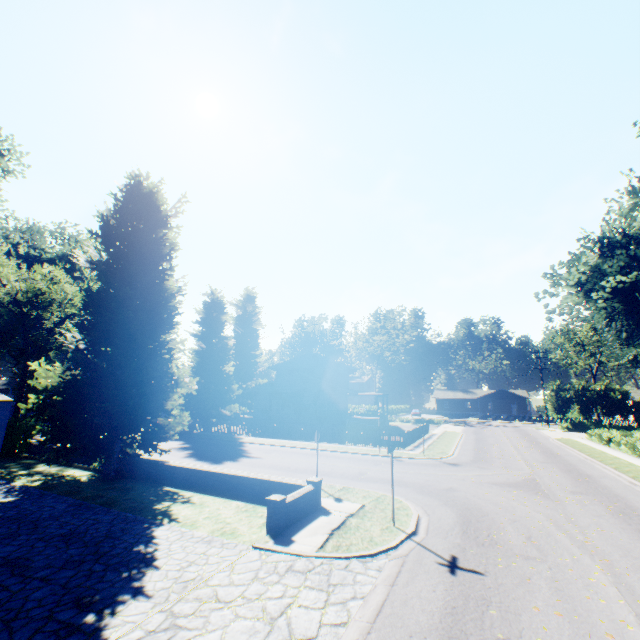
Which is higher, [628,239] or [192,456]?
[628,239]

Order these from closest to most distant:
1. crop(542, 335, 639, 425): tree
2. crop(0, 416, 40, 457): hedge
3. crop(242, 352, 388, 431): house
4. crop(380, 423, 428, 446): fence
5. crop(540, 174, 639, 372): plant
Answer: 1. crop(540, 174, 639, 372): plant
2. crop(0, 416, 40, 457): hedge
3. crop(380, 423, 428, 446): fence
4. crop(242, 352, 388, 431): house
5. crop(542, 335, 639, 425): tree

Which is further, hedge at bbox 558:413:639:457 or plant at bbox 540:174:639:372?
hedge at bbox 558:413:639:457

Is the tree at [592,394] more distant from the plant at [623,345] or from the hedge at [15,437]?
the hedge at [15,437]

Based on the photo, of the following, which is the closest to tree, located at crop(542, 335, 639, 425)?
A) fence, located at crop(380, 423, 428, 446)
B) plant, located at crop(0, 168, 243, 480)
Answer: plant, located at crop(0, 168, 243, 480)

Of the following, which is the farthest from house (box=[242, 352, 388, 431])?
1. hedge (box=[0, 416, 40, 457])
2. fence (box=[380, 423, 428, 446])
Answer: hedge (box=[0, 416, 40, 457])

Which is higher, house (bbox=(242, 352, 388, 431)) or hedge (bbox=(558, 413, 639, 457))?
house (bbox=(242, 352, 388, 431))

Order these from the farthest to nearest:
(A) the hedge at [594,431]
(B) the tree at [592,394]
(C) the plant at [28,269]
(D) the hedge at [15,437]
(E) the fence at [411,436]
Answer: (B) the tree at [592,394]
(E) the fence at [411,436]
(A) the hedge at [594,431]
(D) the hedge at [15,437]
(C) the plant at [28,269]
